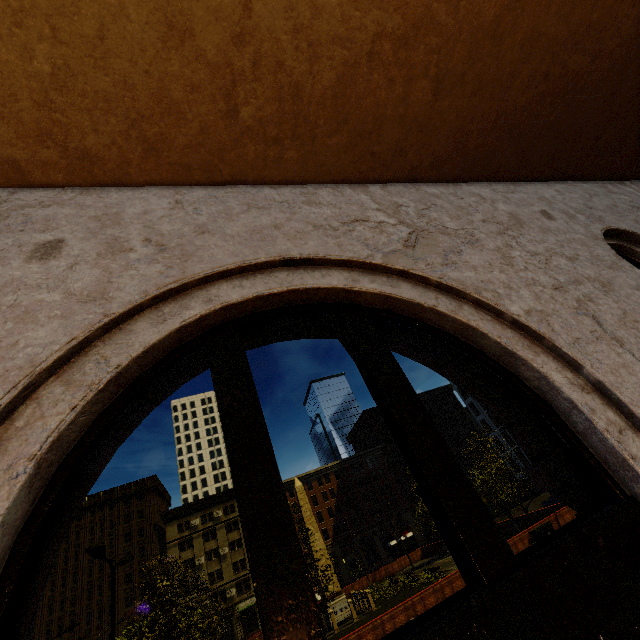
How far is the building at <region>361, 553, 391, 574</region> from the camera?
58.45m

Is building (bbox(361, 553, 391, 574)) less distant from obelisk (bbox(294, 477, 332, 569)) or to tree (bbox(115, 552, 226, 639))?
tree (bbox(115, 552, 226, 639))

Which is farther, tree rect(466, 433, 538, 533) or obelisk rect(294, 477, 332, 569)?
obelisk rect(294, 477, 332, 569)

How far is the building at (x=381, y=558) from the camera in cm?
5845

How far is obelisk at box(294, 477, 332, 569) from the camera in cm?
2939

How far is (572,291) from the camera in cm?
232

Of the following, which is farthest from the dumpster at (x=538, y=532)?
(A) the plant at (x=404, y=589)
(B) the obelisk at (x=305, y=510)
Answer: (B) the obelisk at (x=305, y=510)

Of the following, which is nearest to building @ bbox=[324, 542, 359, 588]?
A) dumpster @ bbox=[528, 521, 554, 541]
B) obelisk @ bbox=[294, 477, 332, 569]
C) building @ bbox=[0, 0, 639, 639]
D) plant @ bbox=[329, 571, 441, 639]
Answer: building @ bbox=[0, 0, 639, 639]
